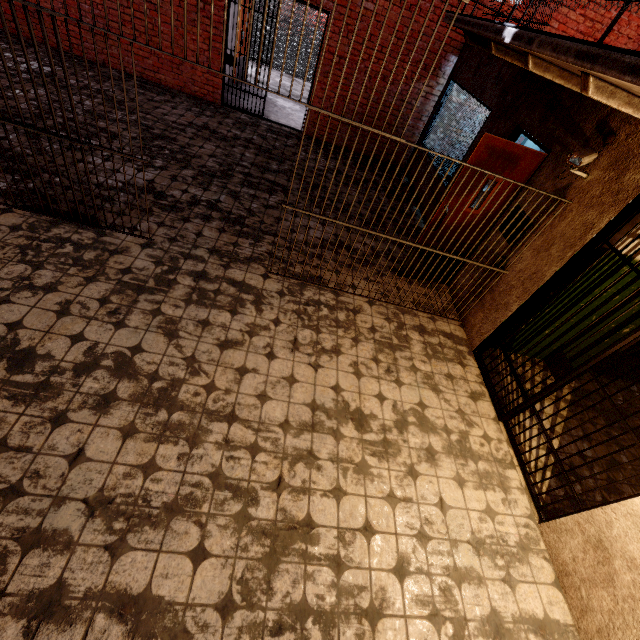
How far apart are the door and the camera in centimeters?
49cm

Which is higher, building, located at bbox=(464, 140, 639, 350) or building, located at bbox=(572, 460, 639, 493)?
building, located at bbox=(464, 140, 639, 350)

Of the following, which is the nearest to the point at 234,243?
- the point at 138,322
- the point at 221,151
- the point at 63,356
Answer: the point at 138,322

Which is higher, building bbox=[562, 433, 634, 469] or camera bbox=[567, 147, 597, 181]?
camera bbox=[567, 147, 597, 181]

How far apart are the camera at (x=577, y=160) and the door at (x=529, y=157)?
0.5 meters

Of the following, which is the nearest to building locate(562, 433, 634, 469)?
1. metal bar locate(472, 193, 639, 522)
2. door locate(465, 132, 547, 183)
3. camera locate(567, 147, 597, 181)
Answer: metal bar locate(472, 193, 639, 522)

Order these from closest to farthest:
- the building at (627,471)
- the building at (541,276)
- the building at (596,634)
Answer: the building at (596,634) < the building at (541,276) < the building at (627,471)

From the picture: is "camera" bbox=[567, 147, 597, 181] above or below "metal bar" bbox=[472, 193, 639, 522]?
above
